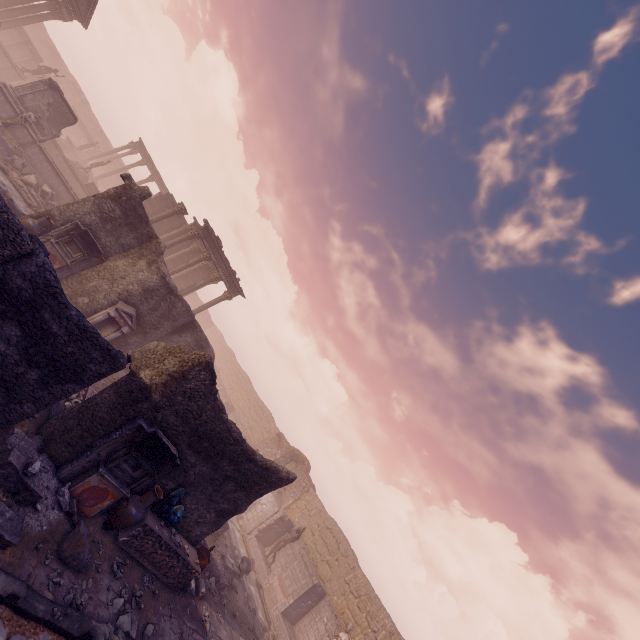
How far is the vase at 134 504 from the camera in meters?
7.7 m

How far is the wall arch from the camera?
24.6m

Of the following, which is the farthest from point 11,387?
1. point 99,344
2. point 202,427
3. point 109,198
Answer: point 109,198

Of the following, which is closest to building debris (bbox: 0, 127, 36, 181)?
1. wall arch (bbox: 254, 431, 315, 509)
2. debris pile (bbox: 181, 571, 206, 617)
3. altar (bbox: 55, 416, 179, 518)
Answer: altar (bbox: 55, 416, 179, 518)

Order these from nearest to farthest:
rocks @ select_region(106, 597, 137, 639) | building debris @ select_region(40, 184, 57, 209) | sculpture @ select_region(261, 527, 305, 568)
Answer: rocks @ select_region(106, 597, 137, 639) → building debris @ select_region(40, 184, 57, 209) → sculpture @ select_region(261, 527, 305, 568)

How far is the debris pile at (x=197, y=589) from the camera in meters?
9.4

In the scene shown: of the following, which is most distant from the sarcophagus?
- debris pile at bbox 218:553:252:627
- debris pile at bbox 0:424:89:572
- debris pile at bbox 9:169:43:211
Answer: debris pile at bbox 9:169:43:211

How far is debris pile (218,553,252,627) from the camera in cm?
1318
